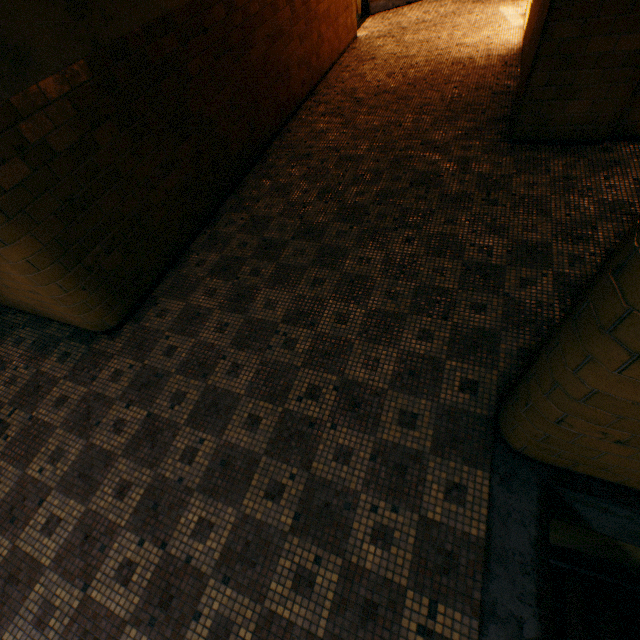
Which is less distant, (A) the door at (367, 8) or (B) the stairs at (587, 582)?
(B) the stairs at (587, 582)

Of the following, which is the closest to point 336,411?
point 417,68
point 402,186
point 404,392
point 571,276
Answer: point 404,392

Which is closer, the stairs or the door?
the stairs

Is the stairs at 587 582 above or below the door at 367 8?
below

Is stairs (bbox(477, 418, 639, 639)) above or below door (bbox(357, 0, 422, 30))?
below
